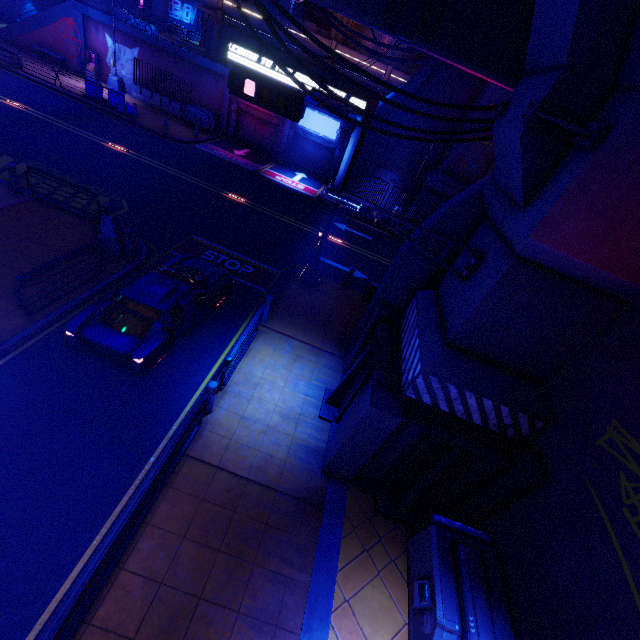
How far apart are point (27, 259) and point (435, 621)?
13.60m

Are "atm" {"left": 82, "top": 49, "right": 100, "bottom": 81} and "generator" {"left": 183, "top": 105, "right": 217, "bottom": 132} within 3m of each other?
no

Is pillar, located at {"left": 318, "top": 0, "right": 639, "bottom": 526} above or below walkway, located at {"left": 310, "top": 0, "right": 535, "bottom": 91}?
below

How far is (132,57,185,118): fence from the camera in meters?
25.8 m

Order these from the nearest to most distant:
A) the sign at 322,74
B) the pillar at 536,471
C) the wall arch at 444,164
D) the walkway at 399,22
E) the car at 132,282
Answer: the pillar at 536,471, the walkway at 399,22, the car at 132,282, the sign at 322,74, the wall arch at 444,164

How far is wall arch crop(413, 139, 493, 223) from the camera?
20.8 meters

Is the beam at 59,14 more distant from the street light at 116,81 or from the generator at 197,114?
the generator at 197,114
